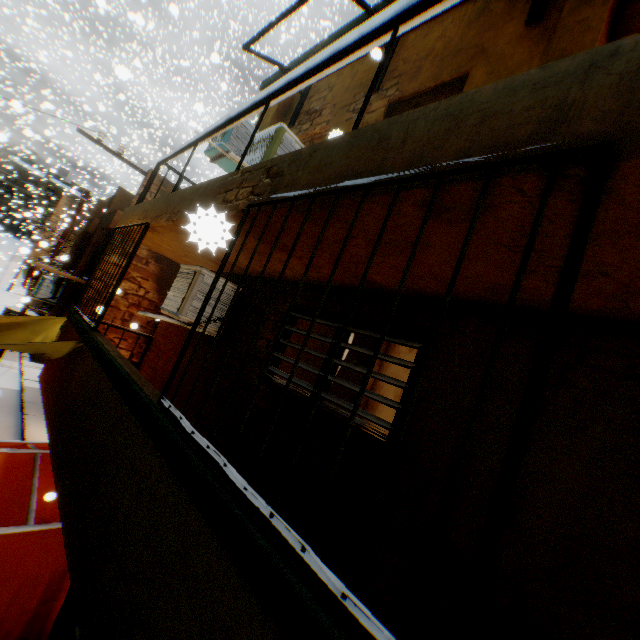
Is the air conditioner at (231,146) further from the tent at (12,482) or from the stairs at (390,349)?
the stairs at (390,349)

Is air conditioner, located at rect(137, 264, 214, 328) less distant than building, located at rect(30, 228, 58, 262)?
Yes

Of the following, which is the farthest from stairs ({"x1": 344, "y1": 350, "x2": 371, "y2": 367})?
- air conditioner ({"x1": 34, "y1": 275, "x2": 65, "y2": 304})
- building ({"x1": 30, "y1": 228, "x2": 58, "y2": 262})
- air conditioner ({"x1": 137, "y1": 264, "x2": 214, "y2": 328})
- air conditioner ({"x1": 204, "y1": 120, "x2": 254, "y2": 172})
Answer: building ({"x1": 30, "y1": 228, "x2": 58, "y2": 262})

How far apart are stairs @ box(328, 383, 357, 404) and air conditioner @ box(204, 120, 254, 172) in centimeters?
322cm

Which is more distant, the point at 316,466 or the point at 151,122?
the point at 151,122

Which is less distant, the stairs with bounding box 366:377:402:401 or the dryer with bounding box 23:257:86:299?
the stairs with bounding box 366:377:402:401

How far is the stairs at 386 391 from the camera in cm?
510

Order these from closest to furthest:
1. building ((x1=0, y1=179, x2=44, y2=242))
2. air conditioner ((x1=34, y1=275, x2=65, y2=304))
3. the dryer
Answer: the dryer → air conditioner ((x1=34, y1=275, x2=65, y2=304)) → building ((x1=0, y1=179, x2=44, y2=242))
